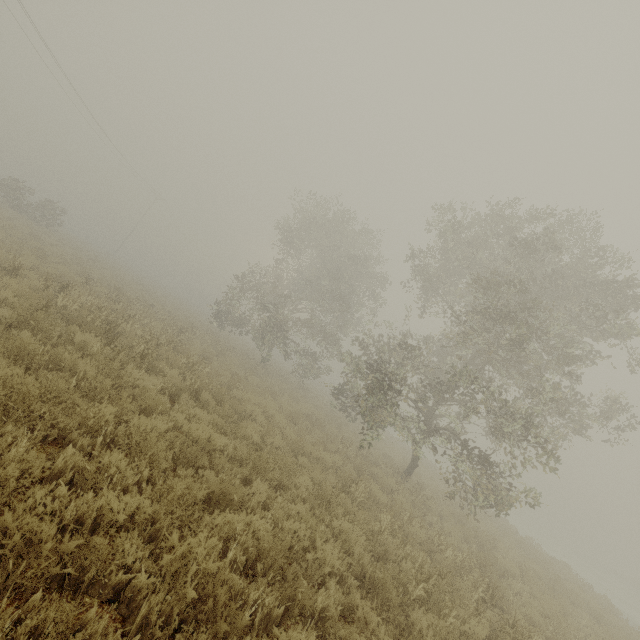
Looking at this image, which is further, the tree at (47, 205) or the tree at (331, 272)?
the tree at (47, 205)

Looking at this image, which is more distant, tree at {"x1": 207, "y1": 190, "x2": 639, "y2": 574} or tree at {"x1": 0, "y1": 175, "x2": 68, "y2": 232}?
tree at {"x1": 0, "y1": 175, "x2": 68, "y2": 232}

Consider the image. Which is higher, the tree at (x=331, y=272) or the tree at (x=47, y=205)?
the tree at (x=331, y=272)

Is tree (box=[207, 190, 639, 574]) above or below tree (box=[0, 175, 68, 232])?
above

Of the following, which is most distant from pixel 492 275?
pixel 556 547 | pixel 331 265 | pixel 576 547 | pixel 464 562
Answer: pixel 576 547
